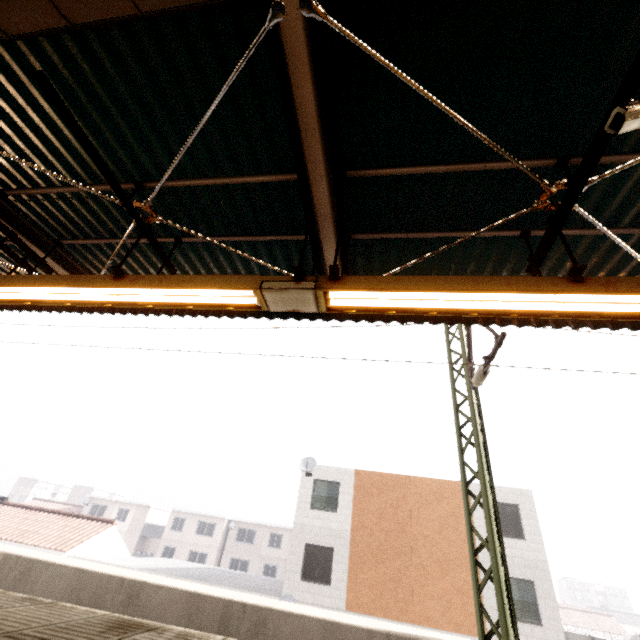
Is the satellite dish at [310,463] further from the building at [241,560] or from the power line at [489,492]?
the building at [241,560]

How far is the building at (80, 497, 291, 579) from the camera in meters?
37.2

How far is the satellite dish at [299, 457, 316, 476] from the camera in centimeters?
1766cm

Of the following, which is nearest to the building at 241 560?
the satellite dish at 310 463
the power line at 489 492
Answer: the satellite dish at 310 463

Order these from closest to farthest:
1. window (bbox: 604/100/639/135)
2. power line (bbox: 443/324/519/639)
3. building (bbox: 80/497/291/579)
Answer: window (bbox: 604/100/639/135) < power line (bbox: 443/324/519/639) < building (bbox: 80/497/291/579)

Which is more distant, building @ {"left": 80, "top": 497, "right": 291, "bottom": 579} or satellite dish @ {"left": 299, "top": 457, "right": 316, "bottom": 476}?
building @ {"left": 80, "top": 497, "right": 291, "bottom": 579}

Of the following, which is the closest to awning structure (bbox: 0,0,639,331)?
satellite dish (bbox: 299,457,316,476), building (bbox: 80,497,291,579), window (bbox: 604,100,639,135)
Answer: window (bbox: 604,100,639,135)

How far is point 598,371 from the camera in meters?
A: 5.2 m
